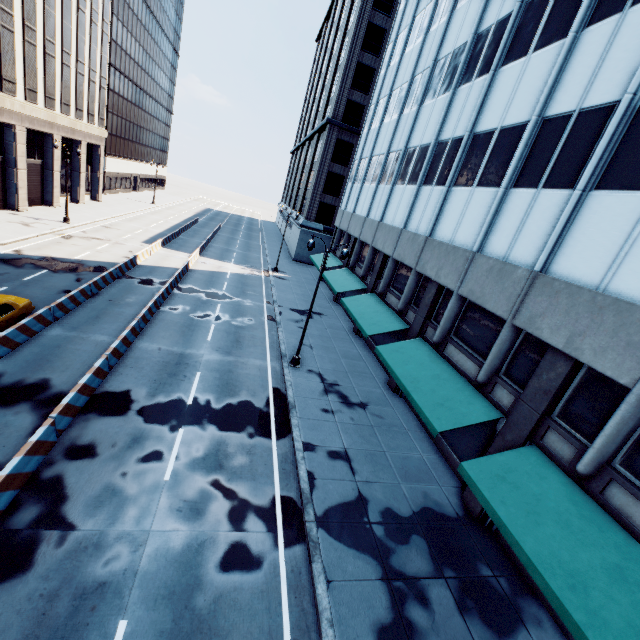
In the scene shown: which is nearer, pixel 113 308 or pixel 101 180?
pixel 113 308

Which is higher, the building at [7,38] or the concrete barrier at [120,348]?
the building at [7,38]

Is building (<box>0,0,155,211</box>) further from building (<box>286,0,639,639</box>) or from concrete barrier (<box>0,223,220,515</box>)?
building (<box>286,0,639,639</box>)

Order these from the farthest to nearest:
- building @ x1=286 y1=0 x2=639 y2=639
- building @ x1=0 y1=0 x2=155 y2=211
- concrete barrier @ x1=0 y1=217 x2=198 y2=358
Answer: building @ x1=0 y1=0 x2=155 y2=211 → concrete barrier @ x1=0 y1=217 x2=198 y2=358 → building @ x1=286 y1=0 x2=639 y2=639

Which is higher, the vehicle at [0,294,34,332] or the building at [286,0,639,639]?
the building at [286,0,639,639]

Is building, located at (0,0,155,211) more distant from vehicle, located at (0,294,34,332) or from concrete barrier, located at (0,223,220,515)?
concrete barrier, located at (0,223,220,515)

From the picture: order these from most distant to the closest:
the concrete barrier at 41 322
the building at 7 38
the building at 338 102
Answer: the building at 7 38
the concrete barrier at 41 322
the building at 338 102

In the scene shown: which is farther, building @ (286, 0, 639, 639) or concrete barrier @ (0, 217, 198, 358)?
concrete barrier @ (0, 217, 198, 358)
